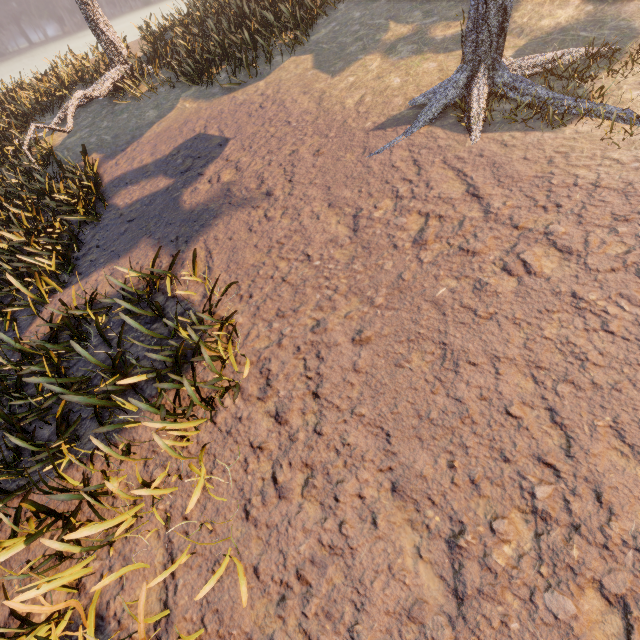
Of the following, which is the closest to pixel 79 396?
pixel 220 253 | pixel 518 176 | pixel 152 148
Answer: pixel 220 253

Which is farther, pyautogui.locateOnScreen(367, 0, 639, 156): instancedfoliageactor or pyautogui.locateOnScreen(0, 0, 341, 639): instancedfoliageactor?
pyautogui.locateOnScreen(367, 0, 639, 156): instancedfoliageactor

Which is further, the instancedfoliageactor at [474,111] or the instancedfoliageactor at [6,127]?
the instancedfoliageactor at [474,111]
